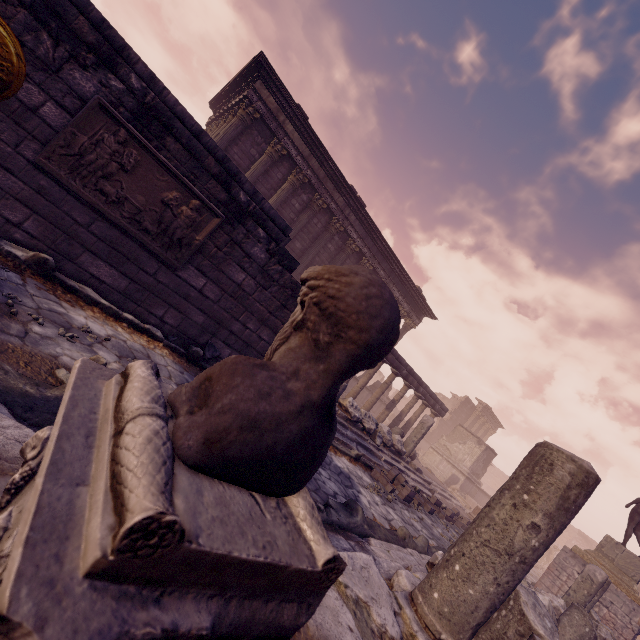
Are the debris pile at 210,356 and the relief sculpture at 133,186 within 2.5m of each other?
yes

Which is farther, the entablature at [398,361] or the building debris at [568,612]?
the entablature at [398,361]

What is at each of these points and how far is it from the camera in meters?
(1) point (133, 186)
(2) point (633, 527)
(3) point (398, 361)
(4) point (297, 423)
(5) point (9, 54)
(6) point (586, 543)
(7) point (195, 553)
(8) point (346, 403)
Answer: (1) relief sculpture, 4.3 m
(2) sculpture, 11.7 m
(3) entablature, 13.2 m
(4) sculpture, 0.7 m
(5) relief sculpture, 3.4 m
(6) wall arch, 35.5 m
(7) pedestal, 0.5 m
(8) building debris, 9.3 m

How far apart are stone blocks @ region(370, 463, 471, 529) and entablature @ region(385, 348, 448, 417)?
4.4m

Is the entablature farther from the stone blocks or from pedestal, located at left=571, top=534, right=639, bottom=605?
pedestal, located at left=571, top=534, right=639, bottom=605

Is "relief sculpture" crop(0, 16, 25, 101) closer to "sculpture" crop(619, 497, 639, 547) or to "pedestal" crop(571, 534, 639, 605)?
"pedestal" crop(571, 534, 639, 605)

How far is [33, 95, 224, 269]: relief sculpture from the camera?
3.8m

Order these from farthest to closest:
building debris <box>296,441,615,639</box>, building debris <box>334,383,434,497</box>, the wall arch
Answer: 1. the wall arch
2. building debris <box>334,383,434,497</box>
3. building debris <box>296,441,615,639</box>
